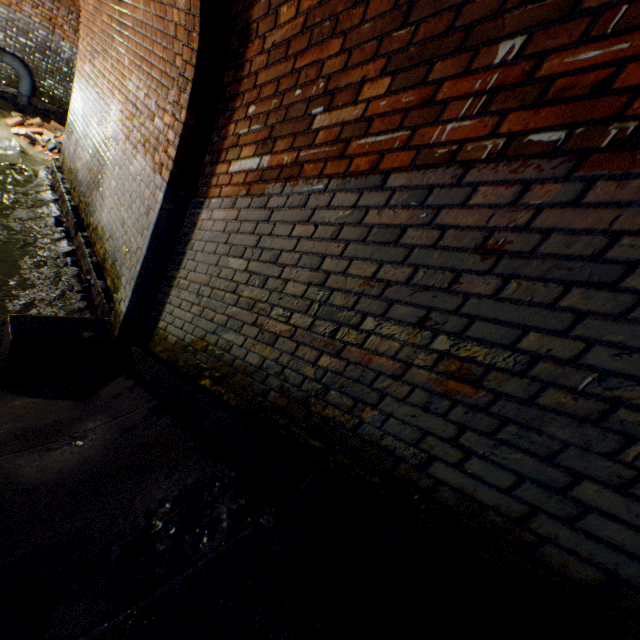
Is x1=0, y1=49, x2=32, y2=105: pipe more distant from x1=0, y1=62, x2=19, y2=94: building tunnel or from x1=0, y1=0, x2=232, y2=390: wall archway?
x1=0, y1=0, x2=232, y2=390: wall archway

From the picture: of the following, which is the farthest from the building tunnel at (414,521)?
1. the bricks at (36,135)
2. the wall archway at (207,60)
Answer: the bricks at (36,135)

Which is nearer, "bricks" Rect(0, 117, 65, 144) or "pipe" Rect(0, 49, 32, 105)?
"bricks" Rect(0, 117, 65, 144)

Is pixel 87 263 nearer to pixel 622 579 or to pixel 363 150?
pixel 363 150

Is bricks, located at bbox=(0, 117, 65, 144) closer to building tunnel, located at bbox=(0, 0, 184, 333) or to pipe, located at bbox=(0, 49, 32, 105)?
building tunnel, located at bbox=(0, 0, 184, 333)

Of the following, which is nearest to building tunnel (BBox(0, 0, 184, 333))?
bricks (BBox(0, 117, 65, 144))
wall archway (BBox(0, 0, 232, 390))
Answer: wall archway (BBox(0, 0, 232, 390))

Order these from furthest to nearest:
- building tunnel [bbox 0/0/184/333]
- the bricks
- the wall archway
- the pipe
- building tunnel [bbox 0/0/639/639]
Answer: the pipe < the bricks < building tunnel [bbox 0/0/184/333] < the wall archway < building tunnel [bbox 0/0/639/639]
